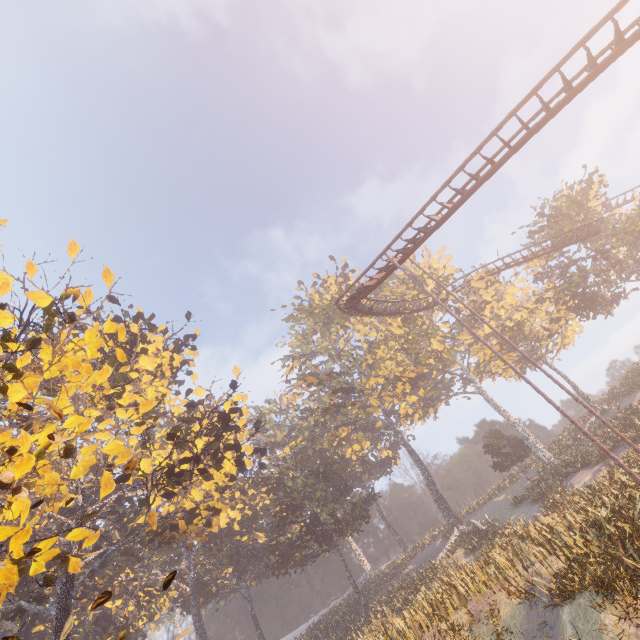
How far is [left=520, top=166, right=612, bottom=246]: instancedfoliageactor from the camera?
33.6 meters

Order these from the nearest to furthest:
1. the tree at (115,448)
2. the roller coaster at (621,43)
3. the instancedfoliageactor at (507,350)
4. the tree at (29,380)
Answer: the tree at (29,380), the tree at (115,448), the roller coaster at (621,43), the instancedfoliageactor at (507,350)

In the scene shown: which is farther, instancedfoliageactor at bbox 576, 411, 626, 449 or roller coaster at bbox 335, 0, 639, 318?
instancedfoliageactor at bbox 576, 411, 626, 449

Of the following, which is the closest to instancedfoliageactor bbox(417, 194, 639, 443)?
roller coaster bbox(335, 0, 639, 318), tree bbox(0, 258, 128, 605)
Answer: roller coaster bbox(335, 0, 639, 318)

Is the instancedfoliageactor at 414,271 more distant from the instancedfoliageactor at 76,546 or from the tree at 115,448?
the tree at 115,448

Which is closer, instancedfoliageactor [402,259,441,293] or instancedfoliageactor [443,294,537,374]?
instancedfoliageactor [443,294,537,374]

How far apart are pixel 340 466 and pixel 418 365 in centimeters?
1751cm

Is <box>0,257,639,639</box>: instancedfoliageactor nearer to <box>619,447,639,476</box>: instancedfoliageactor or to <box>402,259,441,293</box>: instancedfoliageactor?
<box>619,447,639,476</box>: instancedfoliageactor
